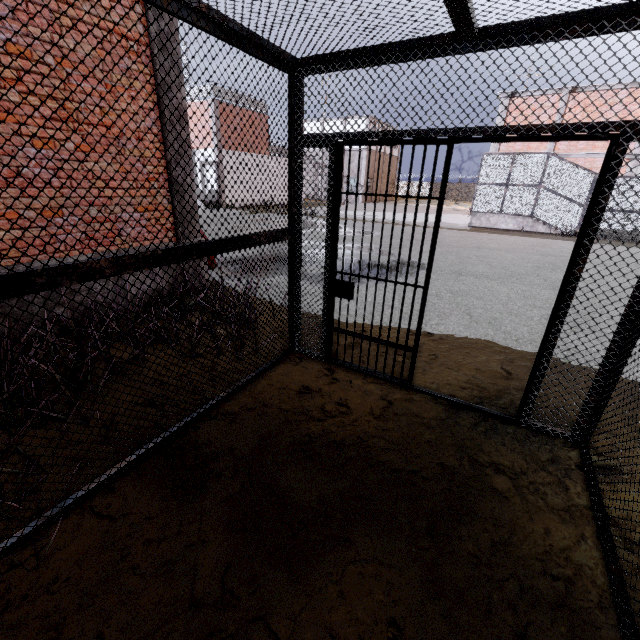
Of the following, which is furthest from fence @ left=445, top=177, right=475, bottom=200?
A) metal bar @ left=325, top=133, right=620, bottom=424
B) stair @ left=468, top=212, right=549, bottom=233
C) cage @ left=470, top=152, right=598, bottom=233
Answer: metal bar @ left=325, top=133, right=620, bottom=424

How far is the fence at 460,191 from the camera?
52.1m

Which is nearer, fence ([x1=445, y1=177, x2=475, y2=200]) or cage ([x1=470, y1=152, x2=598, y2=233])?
cage ([x1=470, y1=152, x2=598, y2=233])

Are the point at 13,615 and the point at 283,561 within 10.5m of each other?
yes

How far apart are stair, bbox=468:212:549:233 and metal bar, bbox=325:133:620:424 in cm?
1794

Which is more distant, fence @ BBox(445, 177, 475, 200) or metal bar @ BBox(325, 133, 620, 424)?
fence @ BBox(445, 177, 475, 200)

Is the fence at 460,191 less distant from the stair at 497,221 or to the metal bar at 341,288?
the stair at 497,221

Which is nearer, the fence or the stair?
the stair
